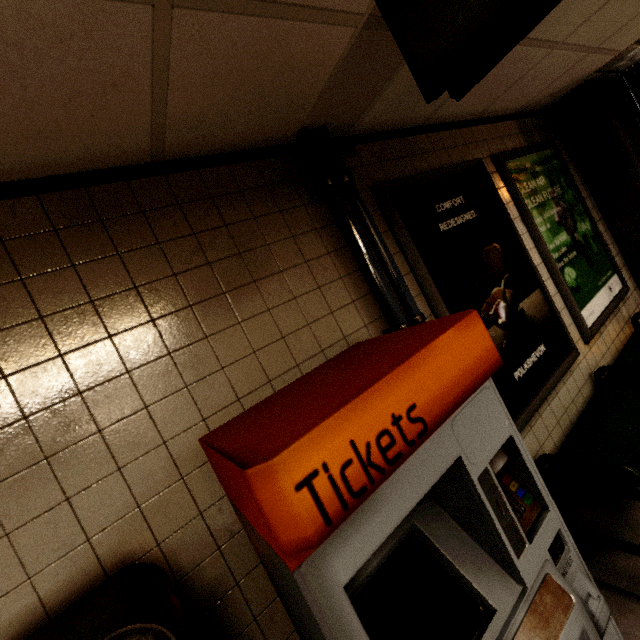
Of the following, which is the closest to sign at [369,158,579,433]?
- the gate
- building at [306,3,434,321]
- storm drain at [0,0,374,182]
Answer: building at [306,3,434,321]

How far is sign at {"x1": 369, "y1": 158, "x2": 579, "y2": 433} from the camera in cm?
200

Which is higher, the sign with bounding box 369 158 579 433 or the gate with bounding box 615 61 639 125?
the gate with bounding box 615 61 639 125

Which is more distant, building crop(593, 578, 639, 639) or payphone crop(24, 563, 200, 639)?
building crop(593, 578, 639, 639)

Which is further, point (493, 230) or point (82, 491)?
point (493, 230)

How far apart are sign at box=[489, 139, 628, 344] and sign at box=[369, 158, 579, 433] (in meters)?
0.19

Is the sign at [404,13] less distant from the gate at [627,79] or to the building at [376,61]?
the building at [376,61]

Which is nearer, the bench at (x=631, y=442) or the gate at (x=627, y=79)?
the bench at (x=631, y=442)
